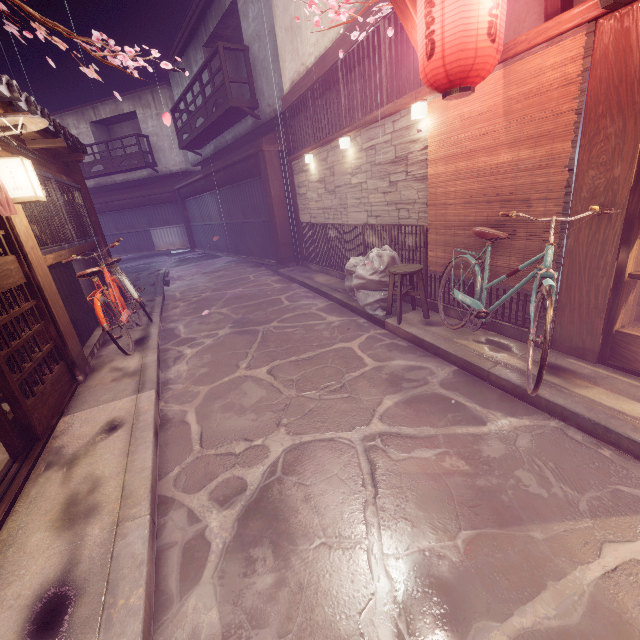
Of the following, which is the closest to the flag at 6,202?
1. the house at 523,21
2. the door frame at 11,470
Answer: the door frame at 11,470

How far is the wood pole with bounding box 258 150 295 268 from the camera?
16.1m

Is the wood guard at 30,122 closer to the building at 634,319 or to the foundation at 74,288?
the foundation at 74,288

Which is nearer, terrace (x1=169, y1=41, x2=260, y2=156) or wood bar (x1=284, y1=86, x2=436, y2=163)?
wood bar (x1=284, y1=86, x2=436, y2=163)

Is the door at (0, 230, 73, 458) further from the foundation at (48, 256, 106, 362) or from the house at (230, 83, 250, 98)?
the house at (230, 83, 250, 98)

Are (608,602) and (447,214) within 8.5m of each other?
yes

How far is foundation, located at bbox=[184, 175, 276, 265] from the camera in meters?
19.0 m

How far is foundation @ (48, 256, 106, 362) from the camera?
8.8m
